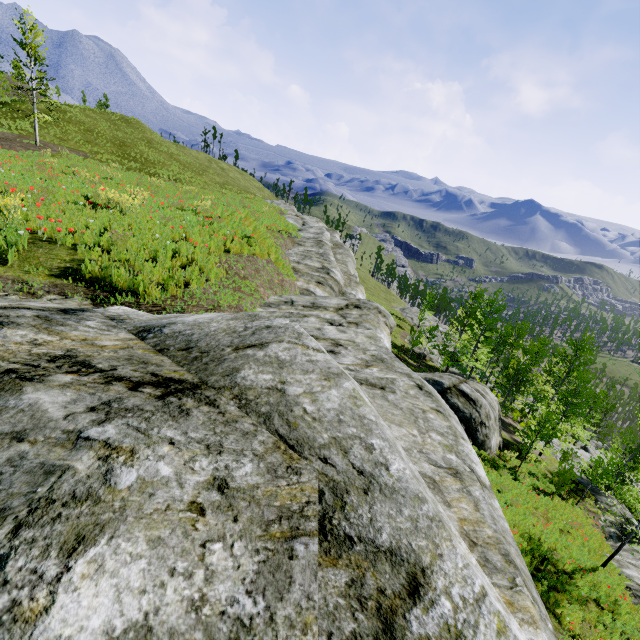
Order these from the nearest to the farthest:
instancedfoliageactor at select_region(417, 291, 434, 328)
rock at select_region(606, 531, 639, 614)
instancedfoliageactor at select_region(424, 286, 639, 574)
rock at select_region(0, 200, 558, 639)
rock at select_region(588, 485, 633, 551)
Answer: rock at select_region(0, 200, 558, 639), rock at select_region(606, 531, 639, 614), instancedfoliageactor at select_region(424, 286, 639, 574), rock at select_region(588, 485, 633, 551), instancedfoliageactor at select_region(417, 291, 434, 328)

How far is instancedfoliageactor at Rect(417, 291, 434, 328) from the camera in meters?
44.7 m

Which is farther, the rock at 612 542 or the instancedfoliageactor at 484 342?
the rock at 612 542

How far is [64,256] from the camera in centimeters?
607cm

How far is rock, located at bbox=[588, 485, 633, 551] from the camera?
18.7m

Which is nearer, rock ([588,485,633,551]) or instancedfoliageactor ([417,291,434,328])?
rock ([588,485,633,551])

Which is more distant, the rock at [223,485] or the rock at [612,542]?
the rock at [612,542]
